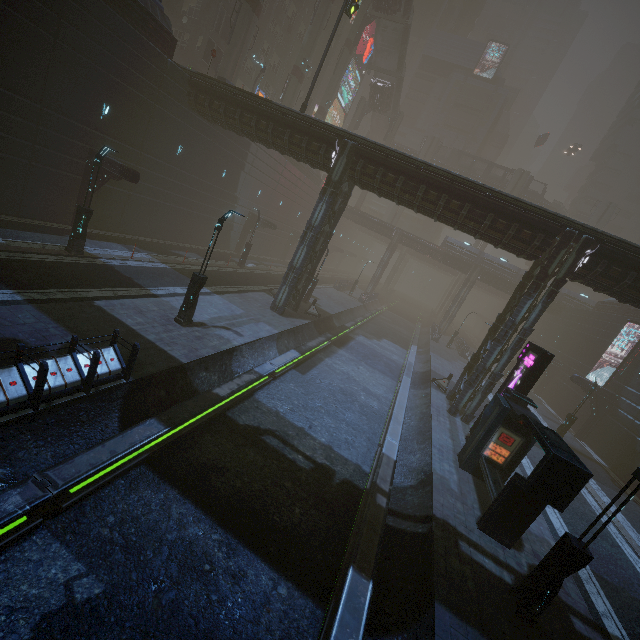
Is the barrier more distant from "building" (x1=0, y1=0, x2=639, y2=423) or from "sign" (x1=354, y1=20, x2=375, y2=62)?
"sign" (x1=354, y1=20, x2=375, y2=62)

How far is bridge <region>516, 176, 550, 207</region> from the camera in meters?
55.9 m

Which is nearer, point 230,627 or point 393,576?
point 230,627

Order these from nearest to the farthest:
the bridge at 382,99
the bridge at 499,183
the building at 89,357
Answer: the building at 89,357 < the bridge at 382,99 < the bridge at 499,183

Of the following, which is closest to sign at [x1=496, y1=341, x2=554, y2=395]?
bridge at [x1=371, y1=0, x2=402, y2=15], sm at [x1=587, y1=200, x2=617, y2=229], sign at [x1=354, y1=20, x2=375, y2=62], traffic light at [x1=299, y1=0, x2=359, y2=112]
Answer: traffic light at [x1=299, y1=0, x2=359, y2=112]

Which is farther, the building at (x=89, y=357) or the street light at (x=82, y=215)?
the street light at (x=82, y=215)

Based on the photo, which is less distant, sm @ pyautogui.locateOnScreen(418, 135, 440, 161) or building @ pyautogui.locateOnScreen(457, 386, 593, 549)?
building @ pyautogui.locateOnScreen(457, 386, 593, 549)

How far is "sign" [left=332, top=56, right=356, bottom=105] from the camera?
57.9 meters
